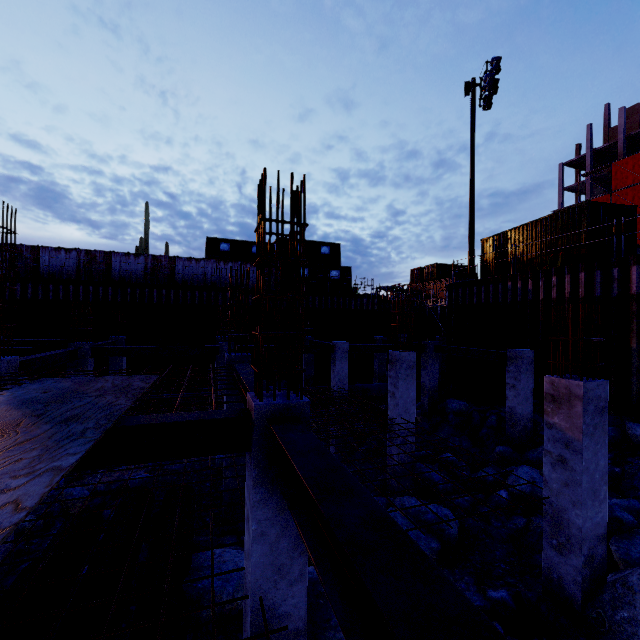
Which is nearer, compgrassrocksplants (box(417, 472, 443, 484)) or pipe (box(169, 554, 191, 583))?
pipe (box(169, 554, 191, 583))

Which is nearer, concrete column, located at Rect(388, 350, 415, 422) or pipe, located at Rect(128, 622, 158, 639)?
pipe, located at Rect(128, 622, 158, 639)

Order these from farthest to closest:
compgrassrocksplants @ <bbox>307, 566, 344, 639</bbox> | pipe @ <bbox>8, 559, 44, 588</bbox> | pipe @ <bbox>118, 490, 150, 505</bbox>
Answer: pipe @ <bbox>118, 490, 150, 505</bbox>
compgrassrocksplants @ <bbox>307, 566, 344, 639</bbox>
pipe @ <bbox>8, 559, 44, 588</bbox>

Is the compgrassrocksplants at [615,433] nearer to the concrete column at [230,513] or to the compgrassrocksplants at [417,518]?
the compgrassrocksplants at [417,518]

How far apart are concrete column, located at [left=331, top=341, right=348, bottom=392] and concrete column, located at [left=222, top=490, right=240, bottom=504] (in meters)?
6.18

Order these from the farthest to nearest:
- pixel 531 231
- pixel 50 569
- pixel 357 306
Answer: pixel 357 306 < pixel 531 231 < pixel 50 569

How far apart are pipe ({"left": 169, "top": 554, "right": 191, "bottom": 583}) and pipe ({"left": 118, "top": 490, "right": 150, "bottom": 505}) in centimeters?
14cm

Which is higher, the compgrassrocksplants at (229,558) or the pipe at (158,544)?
the pipe at (158,544)
